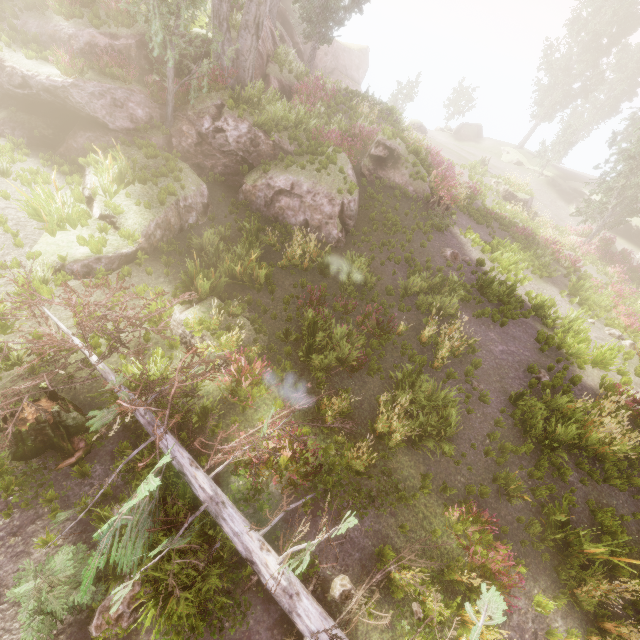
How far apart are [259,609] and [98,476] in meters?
3.8

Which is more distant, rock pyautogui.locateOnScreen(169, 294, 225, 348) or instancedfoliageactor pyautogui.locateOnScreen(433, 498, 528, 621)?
rock pyautogui.locateOnScreen(169, 294, 225, 348)

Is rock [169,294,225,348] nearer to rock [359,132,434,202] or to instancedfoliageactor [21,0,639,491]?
rock [359,132,434,202]

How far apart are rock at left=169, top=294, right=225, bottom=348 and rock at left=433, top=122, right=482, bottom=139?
43.5m

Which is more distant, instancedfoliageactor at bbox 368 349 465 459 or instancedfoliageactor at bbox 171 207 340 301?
instancedfoliageactor at bbox 171 207 340 301

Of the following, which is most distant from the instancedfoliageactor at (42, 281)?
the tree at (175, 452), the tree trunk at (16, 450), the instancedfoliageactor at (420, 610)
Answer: the tree trunk at (16, 450)

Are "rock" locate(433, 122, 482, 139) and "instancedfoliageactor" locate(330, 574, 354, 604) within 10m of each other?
no

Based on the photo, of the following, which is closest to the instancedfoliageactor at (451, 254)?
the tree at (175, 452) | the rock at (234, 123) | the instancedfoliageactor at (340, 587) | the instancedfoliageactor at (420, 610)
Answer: the rock at (234, 123)
